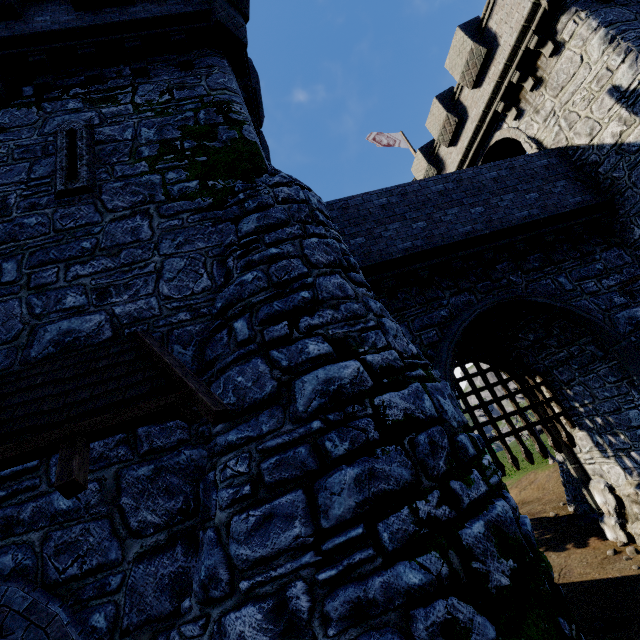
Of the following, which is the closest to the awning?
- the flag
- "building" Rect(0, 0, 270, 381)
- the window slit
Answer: "building" Rect(0, 0, 270, 381)

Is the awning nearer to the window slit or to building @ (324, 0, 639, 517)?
building @ (324, 0, 639, 517)

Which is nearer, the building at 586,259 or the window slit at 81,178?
the window slit at 81,178

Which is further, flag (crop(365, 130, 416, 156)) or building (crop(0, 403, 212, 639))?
flag (crop(365, 130, 416, 156))

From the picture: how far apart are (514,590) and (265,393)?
3.0m

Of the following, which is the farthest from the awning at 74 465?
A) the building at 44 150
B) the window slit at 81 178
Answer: the window slit at 81 178

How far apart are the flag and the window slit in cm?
1613
